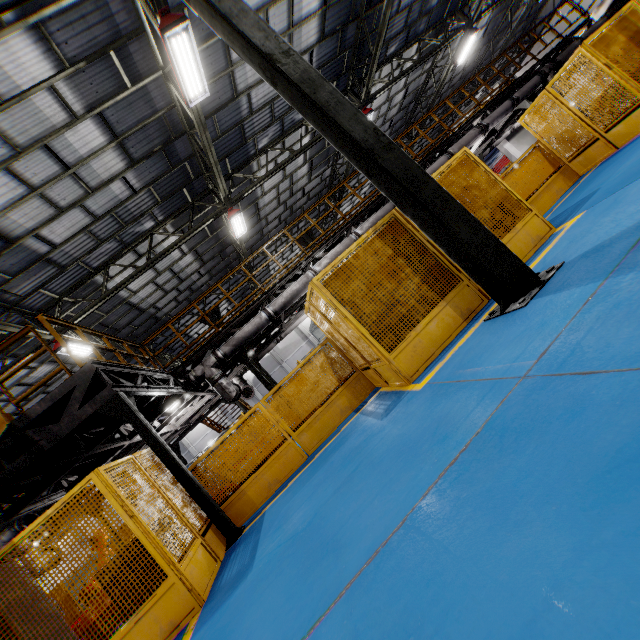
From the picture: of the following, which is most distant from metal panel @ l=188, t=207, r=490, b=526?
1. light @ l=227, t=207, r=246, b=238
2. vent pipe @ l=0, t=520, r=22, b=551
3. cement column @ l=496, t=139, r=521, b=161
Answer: light @ l=227, t=207, r=246, b=238

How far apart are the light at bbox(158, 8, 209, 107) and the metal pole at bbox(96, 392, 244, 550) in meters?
6.5

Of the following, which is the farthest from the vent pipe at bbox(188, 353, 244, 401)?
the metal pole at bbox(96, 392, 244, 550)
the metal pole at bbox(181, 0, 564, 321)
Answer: the metal pole at bbox(181, 0, 564, 321)

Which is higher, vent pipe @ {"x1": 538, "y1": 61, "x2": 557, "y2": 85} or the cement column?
vent pipe @ {"x1": 538, "y1": 61, "x2": 557, "y2": 85}

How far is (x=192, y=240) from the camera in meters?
14.4

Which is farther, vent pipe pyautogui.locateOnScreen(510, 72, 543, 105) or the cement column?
the cement column

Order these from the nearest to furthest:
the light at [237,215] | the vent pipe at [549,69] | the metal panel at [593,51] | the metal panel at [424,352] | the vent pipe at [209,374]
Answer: the metal panel at [424,352] < the metal panel at [593,51] < the vent pipe at [209,374] < the light at [237,215] < the vent pipe at [549,69]

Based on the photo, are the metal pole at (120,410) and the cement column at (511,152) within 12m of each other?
no
